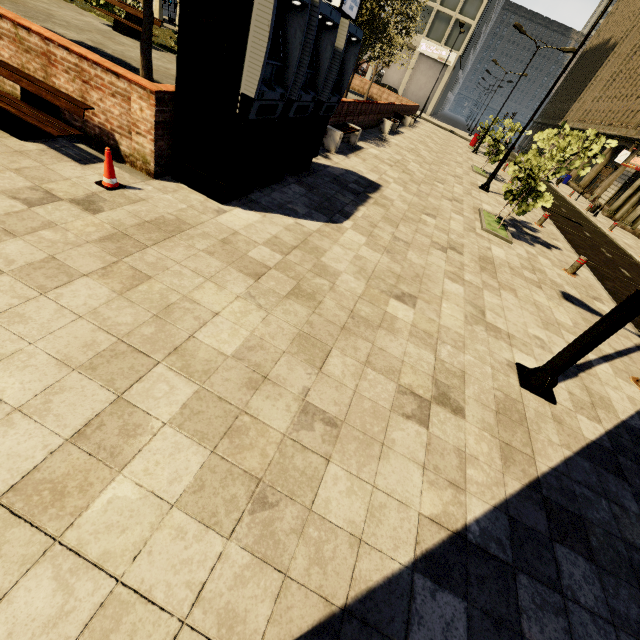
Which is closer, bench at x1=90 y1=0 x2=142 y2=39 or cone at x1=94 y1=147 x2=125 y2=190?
cone at x1=94 y1=147 x2=125 y2=190

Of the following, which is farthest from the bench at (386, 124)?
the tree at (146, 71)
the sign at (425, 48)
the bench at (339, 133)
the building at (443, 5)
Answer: the sign at (425, 48)

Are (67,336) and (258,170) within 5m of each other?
yes

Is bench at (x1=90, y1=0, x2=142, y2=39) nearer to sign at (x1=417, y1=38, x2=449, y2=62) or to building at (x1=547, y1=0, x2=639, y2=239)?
building at (x1=547, y1=0, x2=639, y2=239)

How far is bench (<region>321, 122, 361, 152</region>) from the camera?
10.12m

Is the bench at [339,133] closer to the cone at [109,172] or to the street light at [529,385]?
the cone at [109,172]

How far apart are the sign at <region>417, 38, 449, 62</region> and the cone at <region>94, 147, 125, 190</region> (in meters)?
50.70

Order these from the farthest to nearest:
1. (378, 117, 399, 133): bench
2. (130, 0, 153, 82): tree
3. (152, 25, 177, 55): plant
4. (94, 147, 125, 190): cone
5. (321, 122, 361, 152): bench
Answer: (378, 117, 399, 133): bench, (152, 25, 177, 55): plant, (321, 122, 361, 152): bench, (130, 0, 153, 82): tree, (94, 147, 125, 190): cone
